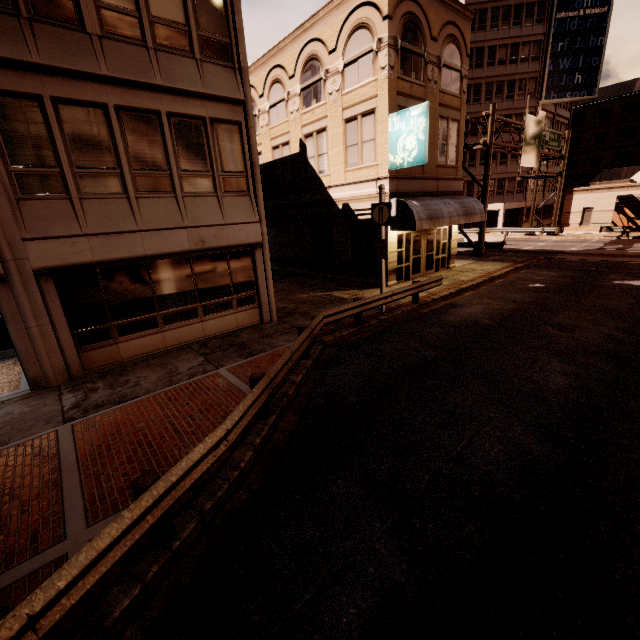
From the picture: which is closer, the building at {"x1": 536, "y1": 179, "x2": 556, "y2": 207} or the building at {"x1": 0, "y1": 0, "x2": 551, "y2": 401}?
the building at {"x1": 0, "y1": 0, "x2": 551, "y2": 401}

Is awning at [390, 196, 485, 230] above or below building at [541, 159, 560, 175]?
below

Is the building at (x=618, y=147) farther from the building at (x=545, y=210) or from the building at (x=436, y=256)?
the building at (x=436, y=256)

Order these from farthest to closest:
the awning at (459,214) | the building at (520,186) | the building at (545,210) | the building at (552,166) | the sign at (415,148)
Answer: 1. the building at (545,210)
2. the building at (552,166)
3. the building at (520,186)
4. the awning at (459,214)
5. the sign at (415,148)

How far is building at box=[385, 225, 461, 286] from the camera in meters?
16.8

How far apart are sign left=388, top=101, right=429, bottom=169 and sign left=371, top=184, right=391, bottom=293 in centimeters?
354cm

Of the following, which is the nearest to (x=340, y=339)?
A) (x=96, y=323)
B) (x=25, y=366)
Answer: (x=96, y=323)

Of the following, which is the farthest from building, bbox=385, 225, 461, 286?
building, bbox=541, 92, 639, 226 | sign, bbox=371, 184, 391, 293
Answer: building, bbox=541, 92, 639, 226
